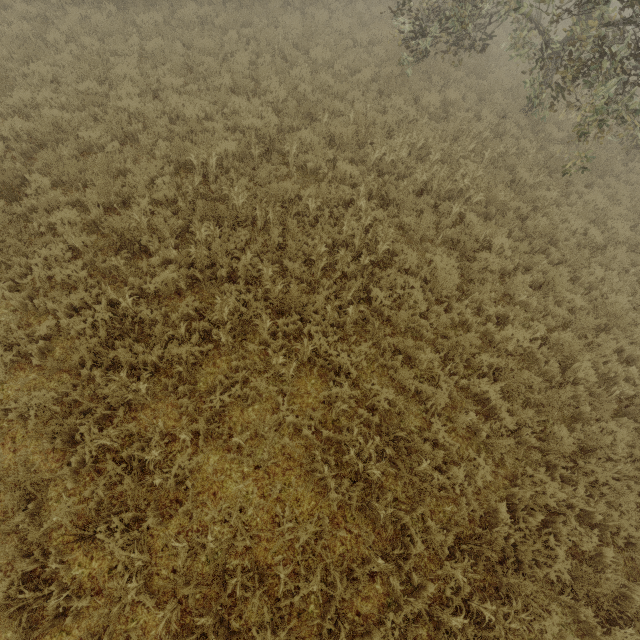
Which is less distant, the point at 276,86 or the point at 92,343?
the point at 92,343
